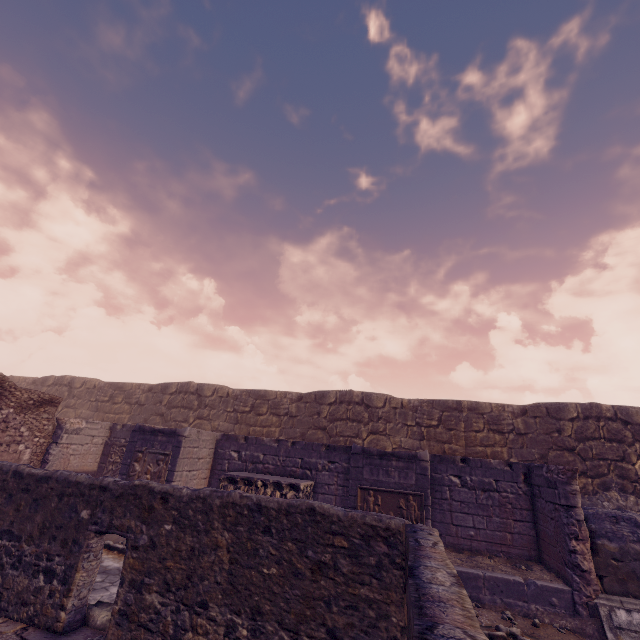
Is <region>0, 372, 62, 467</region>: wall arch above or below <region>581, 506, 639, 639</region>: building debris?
above

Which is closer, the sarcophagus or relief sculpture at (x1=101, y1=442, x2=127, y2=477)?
the sarcophagus

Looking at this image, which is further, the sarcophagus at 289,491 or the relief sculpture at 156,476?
the relief sculpture at 156,476

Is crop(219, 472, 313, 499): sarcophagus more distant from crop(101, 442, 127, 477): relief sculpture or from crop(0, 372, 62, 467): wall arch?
crop(0, 372, 62, 467): wall arch

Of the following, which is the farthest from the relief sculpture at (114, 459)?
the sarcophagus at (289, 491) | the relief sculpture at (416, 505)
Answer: the relief sculpture at (416, 505)

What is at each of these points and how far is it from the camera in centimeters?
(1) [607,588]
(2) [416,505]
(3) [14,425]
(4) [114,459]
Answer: (1) building debris, 631cm
(2) relief sculpture, 748cm
(3) wall arch, 974cm
(4) relief sculpture, 1161cm

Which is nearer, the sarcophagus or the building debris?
the building debris

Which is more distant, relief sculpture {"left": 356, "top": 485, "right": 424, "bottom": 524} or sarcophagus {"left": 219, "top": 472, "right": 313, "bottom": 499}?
sarcophagus {"left": 219, "top": 472, "right": 313, "bottom": 499}
